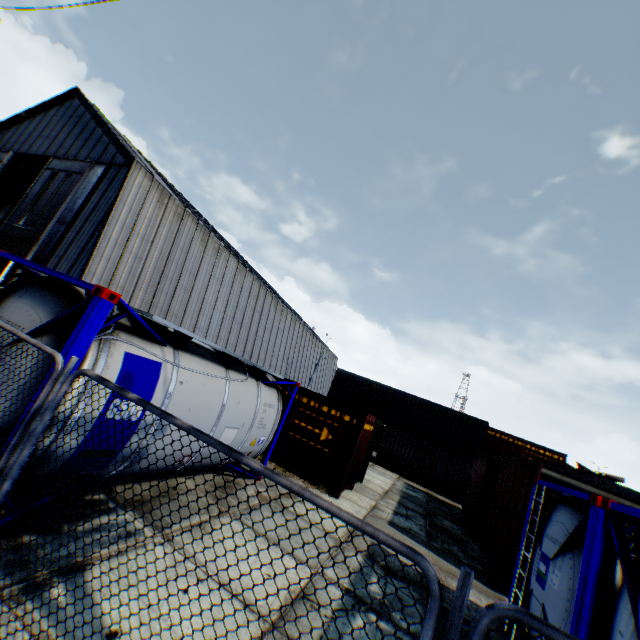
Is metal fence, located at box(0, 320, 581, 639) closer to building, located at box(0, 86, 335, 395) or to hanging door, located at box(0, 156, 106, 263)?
building, located at box(0, 86, 335, 395)

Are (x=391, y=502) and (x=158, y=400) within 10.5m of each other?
no

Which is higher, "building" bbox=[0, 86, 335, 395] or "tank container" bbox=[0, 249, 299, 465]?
"building" bbox=[0, 86, 335, 395]

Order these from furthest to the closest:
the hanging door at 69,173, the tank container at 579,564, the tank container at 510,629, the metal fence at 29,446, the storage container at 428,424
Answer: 1. the hanging door at 69,173
2. the storage container at 428,424
3. the tank container at 510,629
4. the tank container at 579,564
5. the metal fence at 29,446

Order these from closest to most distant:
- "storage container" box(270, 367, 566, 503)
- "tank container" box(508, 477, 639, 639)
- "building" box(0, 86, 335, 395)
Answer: "tank container" box(508, 477, 639, 639)
"storage container" box(270, 367, 566, 503)
"building" box(0, 86, 335, 395)

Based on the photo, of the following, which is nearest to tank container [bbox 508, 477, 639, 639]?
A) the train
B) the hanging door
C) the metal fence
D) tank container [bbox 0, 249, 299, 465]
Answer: the metal fence

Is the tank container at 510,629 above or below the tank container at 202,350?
below

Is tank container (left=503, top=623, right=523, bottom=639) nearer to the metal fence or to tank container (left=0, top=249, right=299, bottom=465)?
the metal fence
